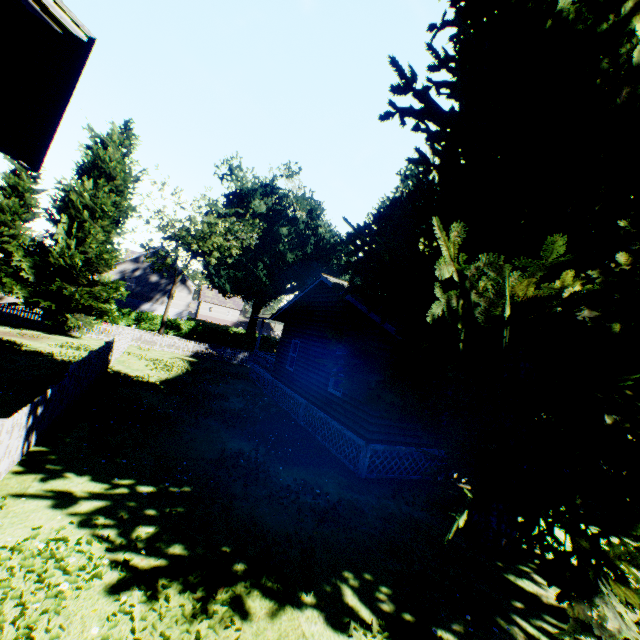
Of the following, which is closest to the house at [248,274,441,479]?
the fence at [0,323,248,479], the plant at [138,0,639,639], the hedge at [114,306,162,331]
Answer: the plant at [138,0,639,639]

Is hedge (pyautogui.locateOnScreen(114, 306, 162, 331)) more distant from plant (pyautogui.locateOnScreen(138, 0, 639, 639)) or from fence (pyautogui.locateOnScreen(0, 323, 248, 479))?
fence (pyautogui.locateOnScreen(0, 323, 248, 479))

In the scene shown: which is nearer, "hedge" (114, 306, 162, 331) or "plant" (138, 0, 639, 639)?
"plant" (138, 0, 639, 639)

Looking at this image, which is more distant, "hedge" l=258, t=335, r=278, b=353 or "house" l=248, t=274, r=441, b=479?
"hedge" l=258, t=335, r=278, b=353

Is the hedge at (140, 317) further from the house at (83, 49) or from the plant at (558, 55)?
the house at (83, 49)

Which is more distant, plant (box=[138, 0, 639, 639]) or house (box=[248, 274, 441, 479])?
house (box=[248, 274, 441, 479])

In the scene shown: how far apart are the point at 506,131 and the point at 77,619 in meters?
10.4

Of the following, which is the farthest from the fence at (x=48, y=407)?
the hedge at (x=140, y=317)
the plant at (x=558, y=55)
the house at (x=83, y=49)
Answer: the hedge at (x=140, y=317)
